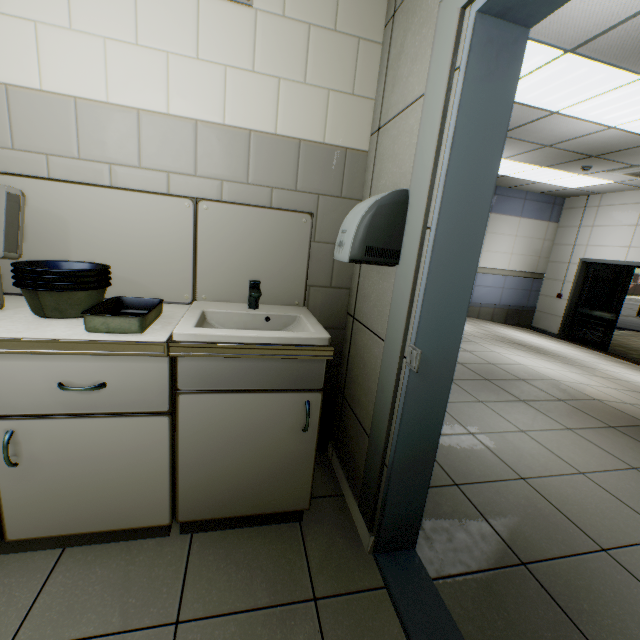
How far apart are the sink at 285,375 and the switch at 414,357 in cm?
30

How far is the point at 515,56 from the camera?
1.01m

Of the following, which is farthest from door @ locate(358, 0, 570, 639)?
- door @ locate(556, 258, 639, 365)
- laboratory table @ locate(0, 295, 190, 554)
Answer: door @ locate(556, 258, 639, 365)

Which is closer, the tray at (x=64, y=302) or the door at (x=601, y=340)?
the tray at (x=64, y=302)

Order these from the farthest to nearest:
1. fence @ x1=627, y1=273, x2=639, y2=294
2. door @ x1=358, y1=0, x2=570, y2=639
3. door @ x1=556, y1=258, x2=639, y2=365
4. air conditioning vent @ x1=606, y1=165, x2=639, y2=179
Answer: fence @ x1=627, y1=273, x2=639, y2=294, door @ x1=556, y1=258, x2=639, y2=365, air conditioning vent @ x1=606, y1=165, x2=639, y2=179, door @ x1=358, y1=0, x2=570, y2=639

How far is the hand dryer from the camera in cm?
123

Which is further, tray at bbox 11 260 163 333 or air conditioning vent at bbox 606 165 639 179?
air conditioning vent at bbox 606 165 639 179

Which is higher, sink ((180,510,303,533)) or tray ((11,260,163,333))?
tray ((11,260,163,333))
